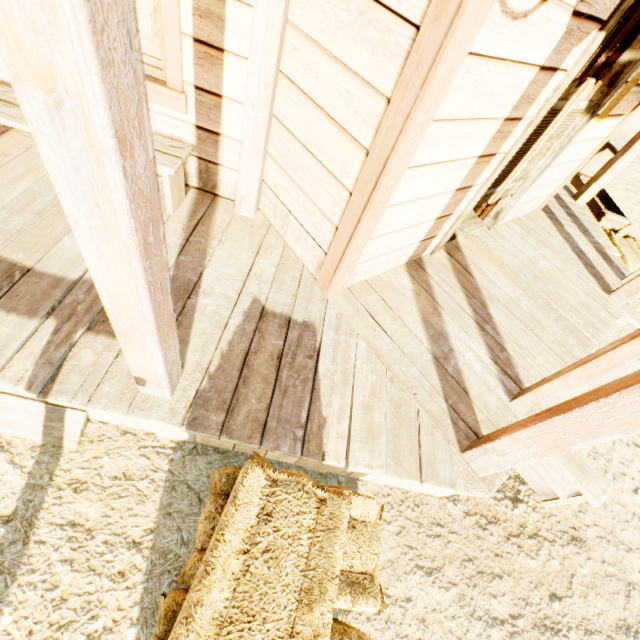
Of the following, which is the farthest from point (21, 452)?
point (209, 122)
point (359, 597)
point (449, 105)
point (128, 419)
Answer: point (449, 105)

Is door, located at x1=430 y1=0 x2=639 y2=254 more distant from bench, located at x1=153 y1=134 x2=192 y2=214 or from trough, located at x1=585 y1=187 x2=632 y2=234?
trough, located at x1=585 y1=187 x2=632 y2=234

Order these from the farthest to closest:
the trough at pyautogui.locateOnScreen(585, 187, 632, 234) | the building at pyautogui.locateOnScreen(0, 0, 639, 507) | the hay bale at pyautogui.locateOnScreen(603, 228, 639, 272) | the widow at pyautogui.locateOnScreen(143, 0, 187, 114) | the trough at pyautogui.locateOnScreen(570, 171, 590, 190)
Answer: the trough at pyautogui.locateOnScreen(570, 171, 590, 190) → the trough at pyautogui.locateOnScreen(585, 187, 632, 234) → the hay bale at pyautogui.locateOnScreen(603, 228, 639, 272) → the widow at pyautogui.locateOnScreen(143, 0, 187, 114) → the building at pyautogui.locateOnScreen(0, 0, 639, 507)

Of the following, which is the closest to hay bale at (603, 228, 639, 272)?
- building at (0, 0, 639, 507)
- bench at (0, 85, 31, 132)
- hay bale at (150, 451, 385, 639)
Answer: building at (0, 0, 639, 507)

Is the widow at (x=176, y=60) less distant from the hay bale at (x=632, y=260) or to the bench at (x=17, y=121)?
the bench at (x=17, y=121)

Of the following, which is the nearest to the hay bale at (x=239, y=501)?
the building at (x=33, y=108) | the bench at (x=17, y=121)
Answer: the building at (x=33, y=108)

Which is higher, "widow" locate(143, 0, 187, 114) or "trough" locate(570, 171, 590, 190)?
"widow" locate(143, 0, 187, 114)

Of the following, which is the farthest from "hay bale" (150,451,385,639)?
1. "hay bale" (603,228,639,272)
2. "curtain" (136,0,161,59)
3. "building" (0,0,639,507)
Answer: "hay bale" (603,228,639,272)
